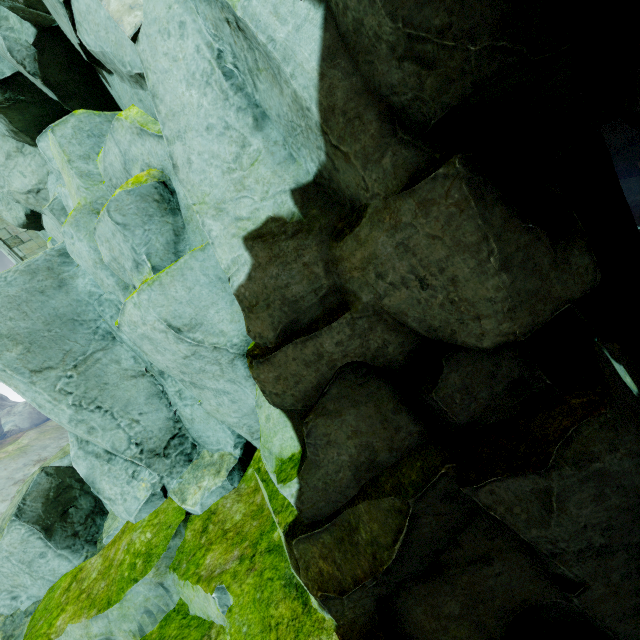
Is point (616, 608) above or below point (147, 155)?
below

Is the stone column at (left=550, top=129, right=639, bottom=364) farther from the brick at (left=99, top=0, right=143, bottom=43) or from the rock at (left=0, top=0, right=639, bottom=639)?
the brick at (left=99, top=0, right=143, bottom=43)

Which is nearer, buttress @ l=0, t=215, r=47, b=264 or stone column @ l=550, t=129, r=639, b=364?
stone column @ l=550, t=129, r=639, b=364

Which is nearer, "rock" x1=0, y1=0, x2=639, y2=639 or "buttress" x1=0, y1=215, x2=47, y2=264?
"rock" x1=0, y1=0, x2=639, y2=639

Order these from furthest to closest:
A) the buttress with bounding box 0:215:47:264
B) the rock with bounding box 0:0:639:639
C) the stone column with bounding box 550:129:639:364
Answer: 1. the buttress with bounding box 0:215:47:264
2. the stone column with bounding box 550:129:639:364
3. the rock with bounding box 0:0:639:639

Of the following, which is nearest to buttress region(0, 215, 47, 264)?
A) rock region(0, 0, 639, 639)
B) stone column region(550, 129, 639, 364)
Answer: rock region(0, 0, 639, 639)

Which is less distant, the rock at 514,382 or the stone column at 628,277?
the rock at 514,382

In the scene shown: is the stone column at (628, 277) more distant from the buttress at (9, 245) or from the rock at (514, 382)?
the buttress at (9, 245)
